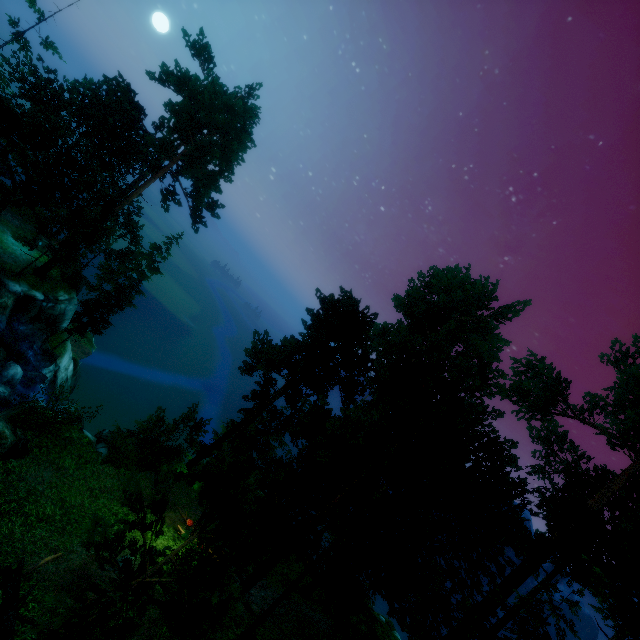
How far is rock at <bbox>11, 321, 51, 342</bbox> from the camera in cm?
2444

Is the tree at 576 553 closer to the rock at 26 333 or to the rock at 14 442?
the rock at 26 333

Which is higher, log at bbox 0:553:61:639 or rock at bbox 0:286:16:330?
log at bbox 0:553:61:639

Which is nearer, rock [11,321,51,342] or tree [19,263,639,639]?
tree [19,263,639,639]

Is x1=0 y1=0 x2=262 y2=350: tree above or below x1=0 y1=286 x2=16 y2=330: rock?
above

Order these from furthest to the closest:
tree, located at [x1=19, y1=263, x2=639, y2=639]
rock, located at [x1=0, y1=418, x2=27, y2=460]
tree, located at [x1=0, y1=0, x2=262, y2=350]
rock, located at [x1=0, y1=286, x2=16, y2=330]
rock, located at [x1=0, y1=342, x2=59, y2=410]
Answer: tree, located at [x1=0, y1=0, x2=262, y2=350], rock, located at [x1=0, y1=286, x2=16, y2=330], rock, located at [x1=0, y1=342, x2=59, y2=410], rock, located at [x1=0, y1=418, x2=27, y2=460], tree, located at [x1=19, y1=263, x2=639, y2=639]

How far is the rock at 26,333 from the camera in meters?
24.4 m

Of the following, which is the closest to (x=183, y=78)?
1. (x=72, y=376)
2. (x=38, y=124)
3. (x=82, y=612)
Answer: (x=38, y=124)
